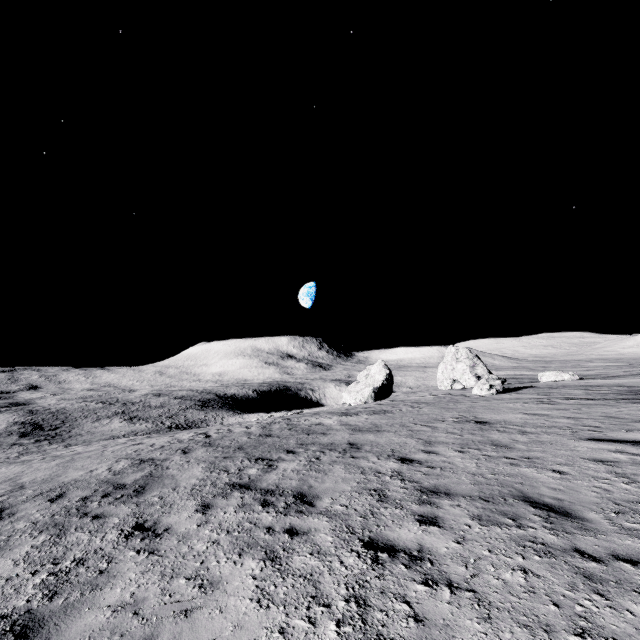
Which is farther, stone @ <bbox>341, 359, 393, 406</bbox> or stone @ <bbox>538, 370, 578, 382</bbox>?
stone @ <bbox>341, 359, 393, 406</bbox>

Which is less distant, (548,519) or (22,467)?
(548,519)

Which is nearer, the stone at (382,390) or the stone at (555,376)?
the stone at (555,376)

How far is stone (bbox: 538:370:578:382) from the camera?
32.4 meters

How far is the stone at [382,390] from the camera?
40.2 meters

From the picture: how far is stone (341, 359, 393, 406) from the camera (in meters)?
40.19
